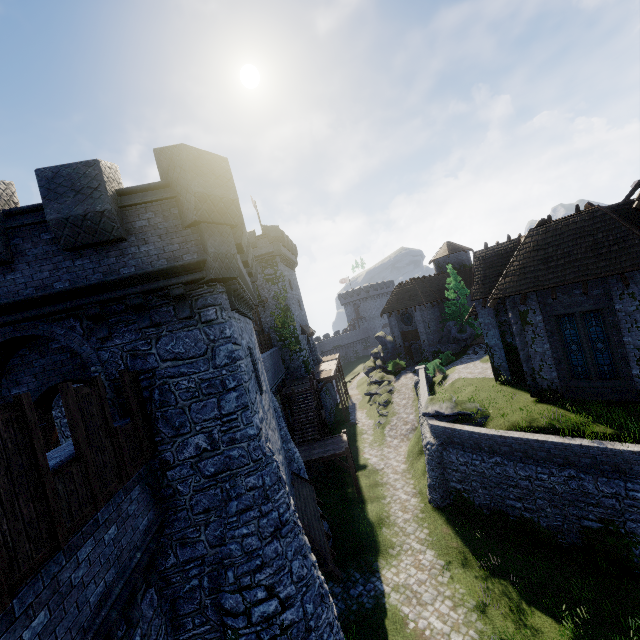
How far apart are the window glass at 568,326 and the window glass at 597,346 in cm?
22

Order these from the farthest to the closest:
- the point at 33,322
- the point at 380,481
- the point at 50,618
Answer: the point at 380,481 < the point at 33,322 < the point at 50,618

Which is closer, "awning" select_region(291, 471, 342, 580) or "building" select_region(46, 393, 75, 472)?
"building" select_region(46, 393, 75, 472)

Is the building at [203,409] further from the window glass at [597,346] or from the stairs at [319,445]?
the window glass at [597,346]

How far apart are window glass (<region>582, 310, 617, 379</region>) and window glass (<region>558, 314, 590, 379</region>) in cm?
22

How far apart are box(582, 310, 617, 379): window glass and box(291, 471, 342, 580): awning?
14.4 meters

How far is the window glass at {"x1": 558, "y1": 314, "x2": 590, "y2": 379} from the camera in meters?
15.7 m

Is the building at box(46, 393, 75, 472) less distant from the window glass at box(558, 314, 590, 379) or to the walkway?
the walkway
